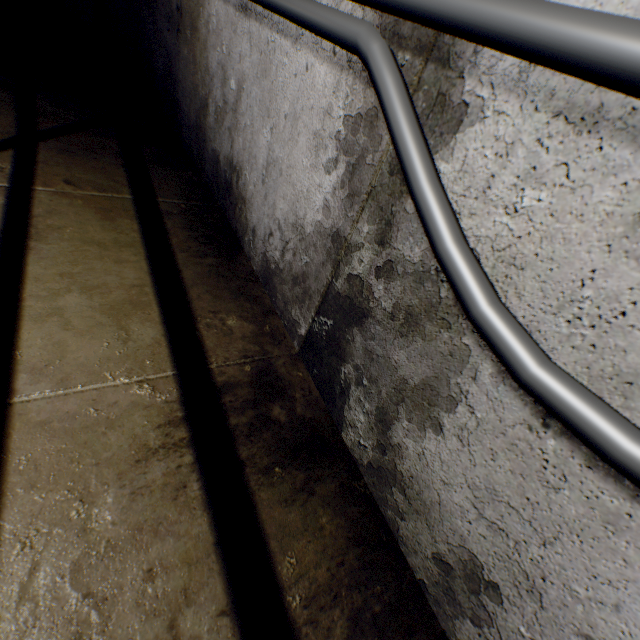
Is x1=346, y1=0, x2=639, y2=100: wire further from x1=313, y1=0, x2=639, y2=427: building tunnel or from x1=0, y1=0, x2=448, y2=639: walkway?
x1=0, y1=0, x2=448, y2=639: walkway

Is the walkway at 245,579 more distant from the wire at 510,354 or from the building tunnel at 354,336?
the wire at 510,354

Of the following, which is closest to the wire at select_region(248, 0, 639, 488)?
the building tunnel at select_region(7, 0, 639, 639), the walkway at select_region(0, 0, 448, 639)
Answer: the building tunnel at select_region(7, 0, 639, 639)

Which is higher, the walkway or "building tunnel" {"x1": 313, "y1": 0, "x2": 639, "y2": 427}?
"building tunnel" {"x1": 313, "y1": 0, "x2": 639, "y2": 427}

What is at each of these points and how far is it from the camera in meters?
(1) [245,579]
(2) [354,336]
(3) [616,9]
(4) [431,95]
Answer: (1) walkway, 0.8 m
(2) building tunnel, 1.1 m
(3) building tunnel, 0.5 m
(4) building tunnel, 0.7 m

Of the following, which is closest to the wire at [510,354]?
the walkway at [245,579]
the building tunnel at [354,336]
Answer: the building tunnel at [354,336]
